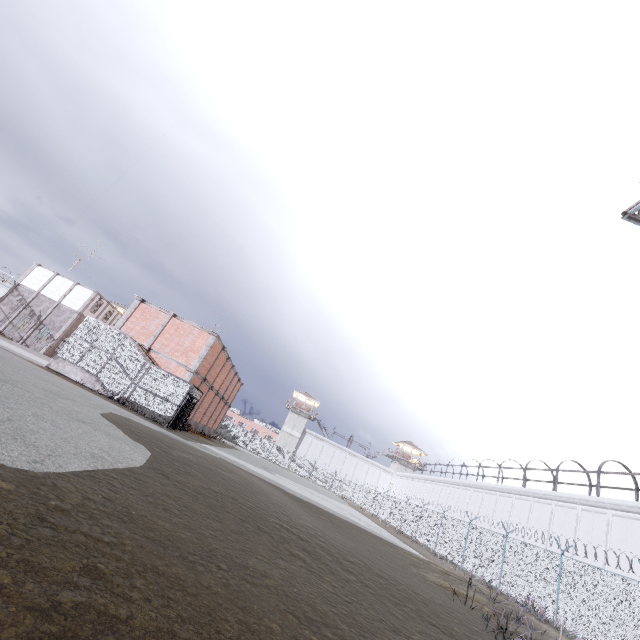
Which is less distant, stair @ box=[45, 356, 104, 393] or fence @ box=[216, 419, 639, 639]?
fence @ box=[216, 419, 639, 639]

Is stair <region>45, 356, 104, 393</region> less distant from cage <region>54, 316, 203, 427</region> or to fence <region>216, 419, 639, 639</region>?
cage <region>54, 316, 203, 427</region>

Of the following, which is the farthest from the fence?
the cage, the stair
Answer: the stair

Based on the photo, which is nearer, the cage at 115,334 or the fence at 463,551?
the fence at 463,551

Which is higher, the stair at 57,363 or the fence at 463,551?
the fence at 463,551

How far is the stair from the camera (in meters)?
19.59

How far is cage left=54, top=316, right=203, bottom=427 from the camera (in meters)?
19.55

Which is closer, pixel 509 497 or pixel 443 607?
pixel 443 607
